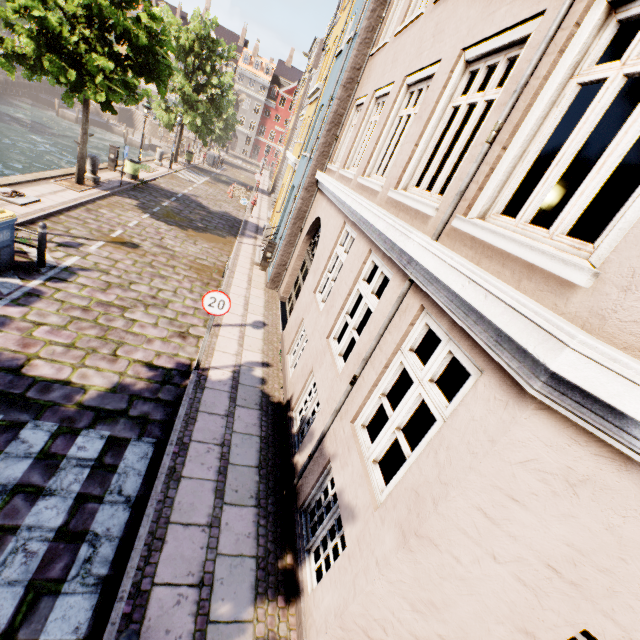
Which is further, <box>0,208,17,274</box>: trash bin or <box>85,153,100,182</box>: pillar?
A: <box>85,153,100,182</box>: pillar

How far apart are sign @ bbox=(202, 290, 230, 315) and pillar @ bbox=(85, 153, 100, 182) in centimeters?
1301cm

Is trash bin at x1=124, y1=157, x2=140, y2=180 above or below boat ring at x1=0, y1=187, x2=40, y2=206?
above

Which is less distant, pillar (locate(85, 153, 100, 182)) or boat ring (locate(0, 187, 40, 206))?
boat ring (locate(0, 187, 40, 206))

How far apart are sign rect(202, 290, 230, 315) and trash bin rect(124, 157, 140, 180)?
15.3 meters

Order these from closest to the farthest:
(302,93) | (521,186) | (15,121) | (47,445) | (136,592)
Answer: (136,592), (47,445), (521,186), (15,121), (302,93)

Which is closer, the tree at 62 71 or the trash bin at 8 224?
the trash bin at 8 224

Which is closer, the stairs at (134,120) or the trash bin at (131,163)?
the trash bin at (131,163)
